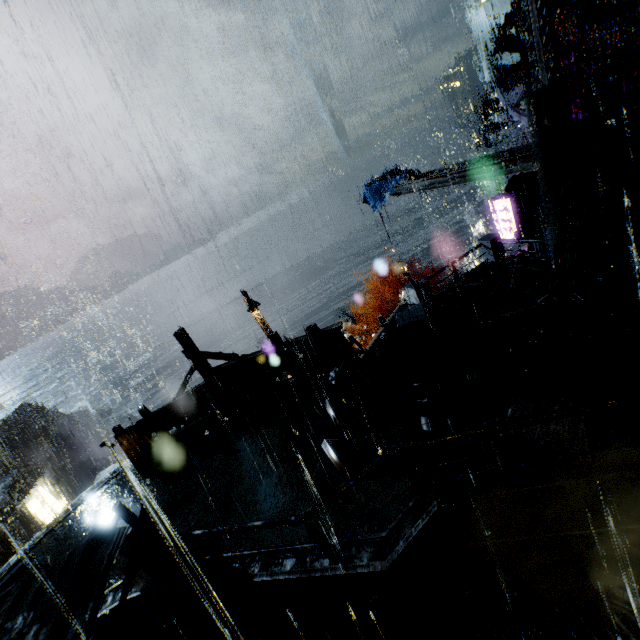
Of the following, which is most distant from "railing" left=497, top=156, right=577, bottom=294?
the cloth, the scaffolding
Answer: the cloth

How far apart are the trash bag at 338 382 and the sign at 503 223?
15.8 meters

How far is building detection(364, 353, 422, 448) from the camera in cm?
726

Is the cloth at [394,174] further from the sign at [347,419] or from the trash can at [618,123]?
the sign at [347,419]

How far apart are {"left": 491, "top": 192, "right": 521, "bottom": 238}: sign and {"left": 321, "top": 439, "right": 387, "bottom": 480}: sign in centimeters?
1738cm

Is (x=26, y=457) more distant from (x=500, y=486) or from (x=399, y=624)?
(x=500, y=486)

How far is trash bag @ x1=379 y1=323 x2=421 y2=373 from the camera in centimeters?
880cm

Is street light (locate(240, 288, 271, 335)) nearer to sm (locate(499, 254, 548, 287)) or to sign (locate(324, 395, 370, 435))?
Answer: sm (locate(499, 254, 548, 287))
